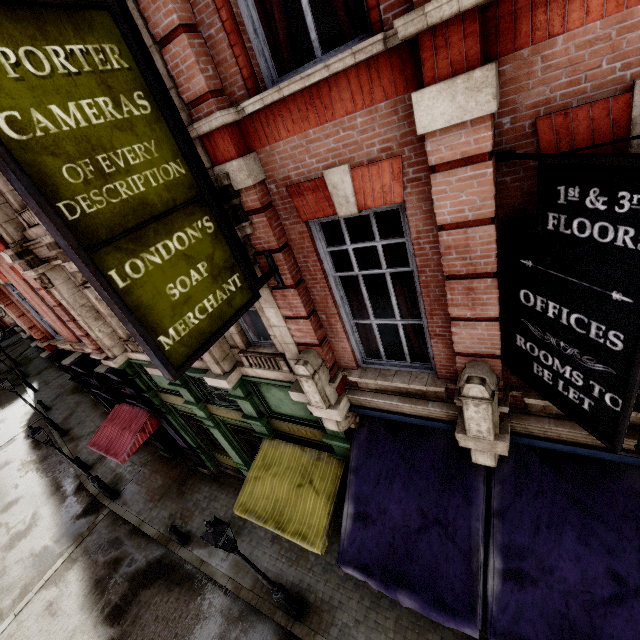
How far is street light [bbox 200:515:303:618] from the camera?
6.0m

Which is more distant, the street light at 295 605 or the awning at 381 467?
the street light at 295 605

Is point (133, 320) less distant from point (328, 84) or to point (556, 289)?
point (328, 84)

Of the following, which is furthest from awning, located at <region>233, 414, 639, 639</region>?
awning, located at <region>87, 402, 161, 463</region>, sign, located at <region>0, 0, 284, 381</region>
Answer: awning, located at <region>87, 402, 161, 463</region>

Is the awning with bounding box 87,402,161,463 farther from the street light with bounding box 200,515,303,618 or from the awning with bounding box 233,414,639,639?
the awning with bounding box 233,414,639,639

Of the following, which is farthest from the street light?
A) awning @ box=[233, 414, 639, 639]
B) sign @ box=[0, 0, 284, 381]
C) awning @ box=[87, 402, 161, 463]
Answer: awning @ box=[87, 402, 161, 463]

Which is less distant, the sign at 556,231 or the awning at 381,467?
the sign at 556,231

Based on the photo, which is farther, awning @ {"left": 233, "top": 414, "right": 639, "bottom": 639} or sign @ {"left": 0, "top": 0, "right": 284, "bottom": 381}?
awning @ {"left": 233, "top": 414, "right": 639, "bottom": 639}
